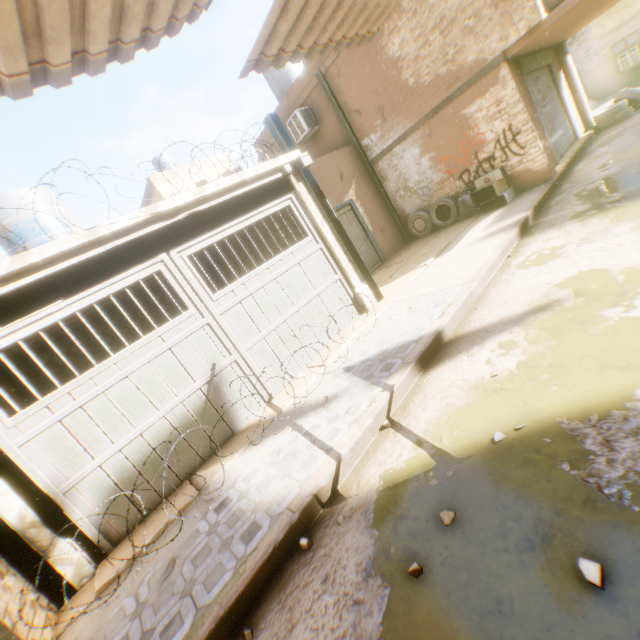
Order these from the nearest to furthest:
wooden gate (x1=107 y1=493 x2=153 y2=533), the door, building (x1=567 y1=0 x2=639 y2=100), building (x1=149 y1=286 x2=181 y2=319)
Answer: wooden gate (x1=107 y1=493 x2=153 y2=533) → building (x1=149 y1=286 x2=181 y2=319) → the door → building (x1=567 y1=0 x2=639 y2=100)

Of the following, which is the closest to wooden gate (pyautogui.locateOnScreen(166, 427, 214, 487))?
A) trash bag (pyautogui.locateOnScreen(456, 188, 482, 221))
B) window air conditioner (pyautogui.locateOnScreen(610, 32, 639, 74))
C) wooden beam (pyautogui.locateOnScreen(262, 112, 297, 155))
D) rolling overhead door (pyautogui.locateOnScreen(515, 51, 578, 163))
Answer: wooden beam (pyautogui.locateOnScreen(262, 112, 297, 155))

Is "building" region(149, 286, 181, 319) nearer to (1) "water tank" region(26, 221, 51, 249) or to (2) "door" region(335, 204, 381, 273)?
(2) "door" region(335, 204, 381, 273)

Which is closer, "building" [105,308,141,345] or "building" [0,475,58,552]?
"building" [0,475,58,552]

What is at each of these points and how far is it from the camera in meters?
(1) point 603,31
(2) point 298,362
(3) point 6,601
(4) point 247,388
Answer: (1) building, 16.8
(2) wooden gate, 6.2
(3) building, 3.0
(4) wooden gate, 5.5

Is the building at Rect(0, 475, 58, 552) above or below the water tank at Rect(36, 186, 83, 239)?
below

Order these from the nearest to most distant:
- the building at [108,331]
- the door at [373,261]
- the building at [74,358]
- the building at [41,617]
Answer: the building at [41,617] → the building at [74,358] → the building at [108,331] → the door at [373,261]

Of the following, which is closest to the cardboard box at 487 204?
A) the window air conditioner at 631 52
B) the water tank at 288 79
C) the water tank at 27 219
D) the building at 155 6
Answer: the building at 155 6
